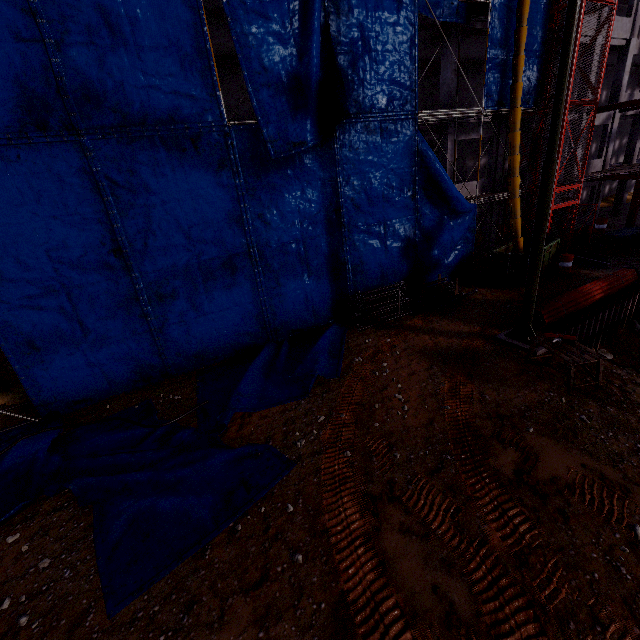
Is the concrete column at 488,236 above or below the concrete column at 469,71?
below

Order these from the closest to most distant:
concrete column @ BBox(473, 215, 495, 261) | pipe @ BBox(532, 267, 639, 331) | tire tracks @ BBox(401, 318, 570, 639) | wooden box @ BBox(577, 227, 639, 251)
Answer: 1. tire tracks @ BBox(401, 318, 570, 639)
2. pipe @ BBox(532, 267, 639, 331)
3. wooden box @ BBox(577, 227, 639, 251)
4. concrete column @ BBox(473, 215, 495, 261)

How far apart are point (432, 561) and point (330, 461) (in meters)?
Answer: 2.81

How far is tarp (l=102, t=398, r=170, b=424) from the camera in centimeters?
959cm

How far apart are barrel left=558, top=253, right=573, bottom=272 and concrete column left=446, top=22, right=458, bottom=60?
9.2 meters

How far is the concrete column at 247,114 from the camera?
15.4m

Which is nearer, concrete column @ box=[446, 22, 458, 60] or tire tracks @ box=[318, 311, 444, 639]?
tire tracks @ box=[318, 311, 444, 639]

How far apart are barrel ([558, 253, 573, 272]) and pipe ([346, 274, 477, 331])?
8.95m
